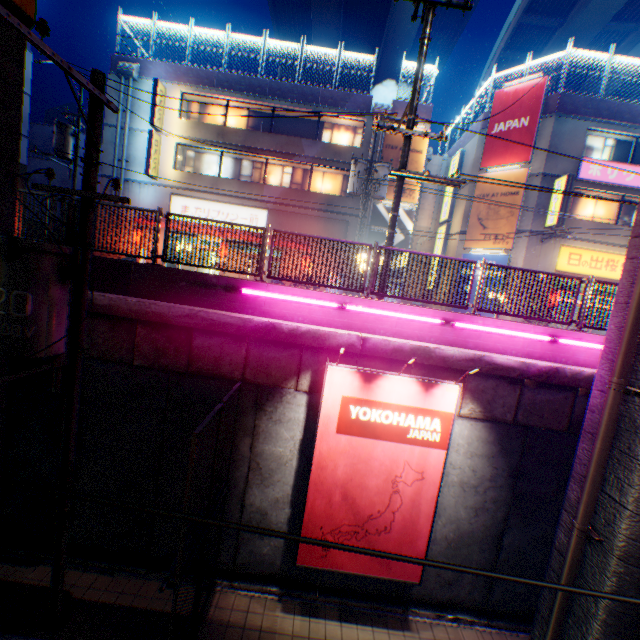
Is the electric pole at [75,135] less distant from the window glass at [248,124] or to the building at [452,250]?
the window glass at [248,124]

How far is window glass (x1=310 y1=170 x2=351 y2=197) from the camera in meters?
20.6

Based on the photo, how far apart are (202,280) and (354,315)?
3.5m

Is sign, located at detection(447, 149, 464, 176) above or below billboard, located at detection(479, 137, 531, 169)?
above

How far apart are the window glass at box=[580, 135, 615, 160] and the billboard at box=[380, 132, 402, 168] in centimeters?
749cm

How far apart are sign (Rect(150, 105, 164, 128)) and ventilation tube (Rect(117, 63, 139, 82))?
1.4m

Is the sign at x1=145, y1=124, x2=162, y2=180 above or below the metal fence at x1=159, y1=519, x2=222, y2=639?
above

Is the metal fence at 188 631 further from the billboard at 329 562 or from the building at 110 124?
the billboard at 329 562
